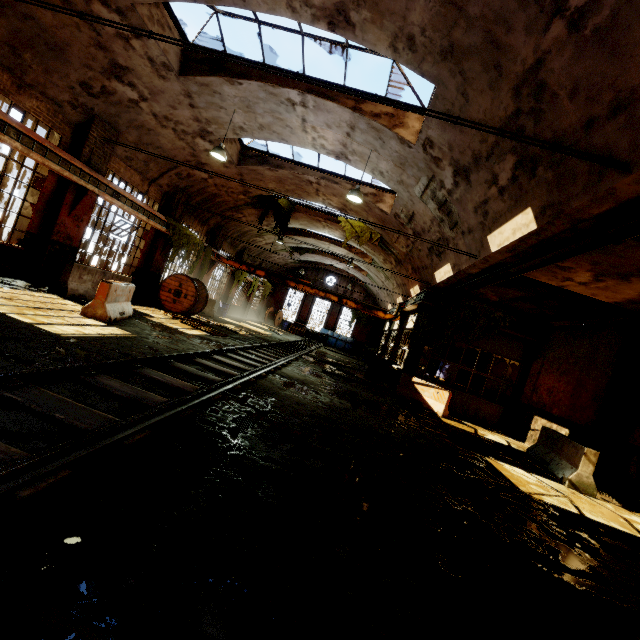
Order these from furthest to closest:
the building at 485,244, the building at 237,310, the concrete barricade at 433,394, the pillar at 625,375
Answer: the building at 237,310 → the concrete barricade at 433,394 → the pillar at 625,375 → the building at 485,244

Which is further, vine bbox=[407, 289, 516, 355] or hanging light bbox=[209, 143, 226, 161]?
vine bbox=[407, 289, 516, 355]

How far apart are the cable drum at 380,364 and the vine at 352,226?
6.69m

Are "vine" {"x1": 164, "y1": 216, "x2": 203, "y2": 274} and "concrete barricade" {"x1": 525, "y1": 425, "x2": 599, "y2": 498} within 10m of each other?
no

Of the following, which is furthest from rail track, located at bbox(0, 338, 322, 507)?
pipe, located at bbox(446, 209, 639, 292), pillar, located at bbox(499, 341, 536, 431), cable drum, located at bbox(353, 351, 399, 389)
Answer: pillar, located at bbox(499, 341, 536, 431)

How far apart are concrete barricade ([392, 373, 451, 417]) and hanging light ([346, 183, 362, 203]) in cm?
721

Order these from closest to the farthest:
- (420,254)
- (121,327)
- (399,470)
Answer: (399,470) → (121,327) → (420,254)

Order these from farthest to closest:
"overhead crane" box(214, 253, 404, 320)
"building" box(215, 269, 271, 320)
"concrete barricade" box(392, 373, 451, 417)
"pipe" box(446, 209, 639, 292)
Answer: "building" box(215, 269, 271, 320) → "overhead crane" box(214, 253, 404, 320) → "concrete barricade" box(392, 373, 451, 417) → "pipe" box(446, 209, 639, 292)
